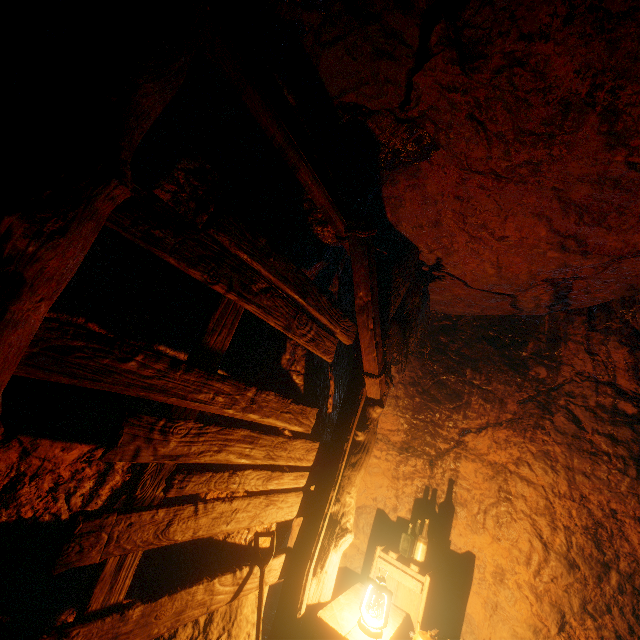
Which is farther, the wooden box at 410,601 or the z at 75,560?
the wooden box at 410,601

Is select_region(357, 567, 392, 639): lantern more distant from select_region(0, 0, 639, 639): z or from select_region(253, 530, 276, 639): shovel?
select_region(253, 530, 276, 639): shovel

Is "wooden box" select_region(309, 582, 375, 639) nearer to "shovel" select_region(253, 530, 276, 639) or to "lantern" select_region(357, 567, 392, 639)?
"lantern" select_region(357, 567, 392, 639)

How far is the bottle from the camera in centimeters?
379cm

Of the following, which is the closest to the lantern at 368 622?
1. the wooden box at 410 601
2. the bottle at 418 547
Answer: the wooden box at 410 601

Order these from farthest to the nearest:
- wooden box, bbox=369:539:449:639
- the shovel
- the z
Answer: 1. wooden box, bbox=369:539:449:639
2. the shovel
3. the z

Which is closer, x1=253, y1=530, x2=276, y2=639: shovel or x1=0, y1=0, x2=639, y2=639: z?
x1=0, y1=0, x2=639, y2=639: z

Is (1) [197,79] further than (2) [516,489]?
No
